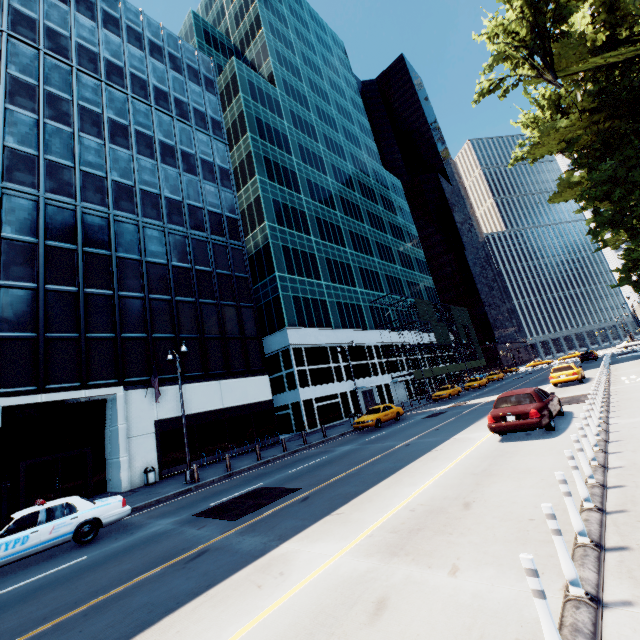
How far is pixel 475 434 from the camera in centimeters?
1365cm

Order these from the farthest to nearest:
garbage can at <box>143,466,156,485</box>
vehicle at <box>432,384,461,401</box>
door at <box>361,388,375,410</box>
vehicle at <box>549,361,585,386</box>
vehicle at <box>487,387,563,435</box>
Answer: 1. door at <box>361,388,375,410</box>
2. vehicle at <box>432,384,461,401</box>
3. vehicle at <box>549,361,585,386</box>
4. garbage can at <box>143,466,156,485</box>
5. vehicle at <box>487,387,563,435</box>

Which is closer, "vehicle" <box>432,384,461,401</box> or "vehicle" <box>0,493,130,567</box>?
"vehicle" <box>0,493,130,567</box>

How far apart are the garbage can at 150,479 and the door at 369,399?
25.9 meters

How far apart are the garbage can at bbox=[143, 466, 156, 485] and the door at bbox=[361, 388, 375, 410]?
25.87m

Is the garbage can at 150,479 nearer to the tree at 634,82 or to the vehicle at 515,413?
the vehicle at 515,413

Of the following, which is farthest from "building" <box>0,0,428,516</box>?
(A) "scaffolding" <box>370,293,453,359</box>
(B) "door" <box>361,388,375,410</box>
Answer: (A) "scaffolding" <box>370,293,453,359</box>

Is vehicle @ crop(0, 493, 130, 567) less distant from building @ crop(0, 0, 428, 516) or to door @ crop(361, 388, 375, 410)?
building @ crop(0, 0, 428, 516)
